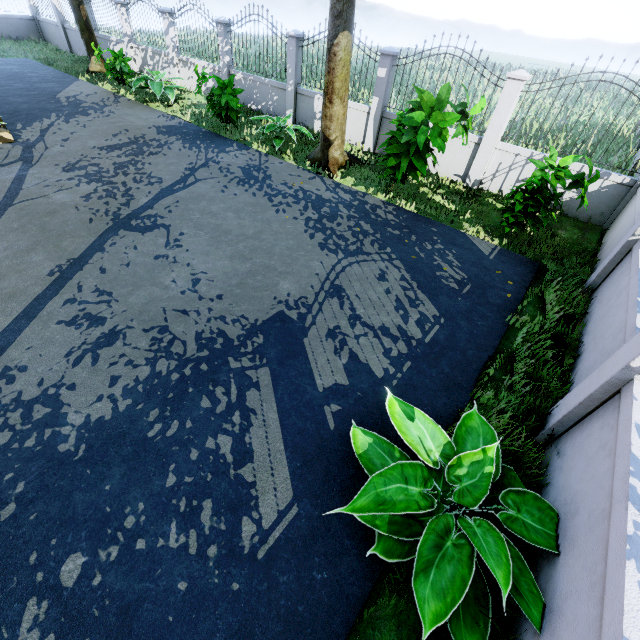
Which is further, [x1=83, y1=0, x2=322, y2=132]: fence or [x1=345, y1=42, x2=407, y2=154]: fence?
[x1=83, y1=0, x2=322, y2=132]: fence

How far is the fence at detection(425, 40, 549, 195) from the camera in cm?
725

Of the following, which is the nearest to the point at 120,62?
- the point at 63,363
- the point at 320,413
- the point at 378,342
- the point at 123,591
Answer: the point at 63,363

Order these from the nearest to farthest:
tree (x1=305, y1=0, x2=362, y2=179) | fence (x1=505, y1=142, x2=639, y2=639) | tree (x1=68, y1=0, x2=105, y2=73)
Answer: fence (x1=505, y1=142, x2=639, y2=639), tree (x1=305, y1=0, x2=362, y2=179), tree (x1=68, y1=0, x2=105, y2=73)

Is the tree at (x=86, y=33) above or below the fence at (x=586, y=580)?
above

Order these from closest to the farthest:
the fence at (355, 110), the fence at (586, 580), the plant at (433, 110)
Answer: the fence at (586, 580)
the plant at (433, 110)
the fence at (355, 110)

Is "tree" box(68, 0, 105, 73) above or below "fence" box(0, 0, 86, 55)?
above
